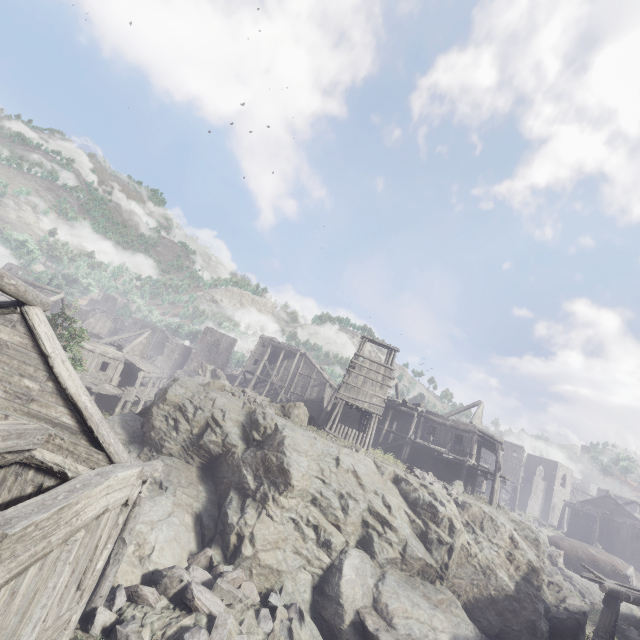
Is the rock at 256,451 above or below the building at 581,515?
below

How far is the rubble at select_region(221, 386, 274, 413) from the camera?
19.92m

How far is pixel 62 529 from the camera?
5.08m

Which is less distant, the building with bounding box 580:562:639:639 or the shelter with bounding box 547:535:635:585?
the building with bounding box 580:562:639:639

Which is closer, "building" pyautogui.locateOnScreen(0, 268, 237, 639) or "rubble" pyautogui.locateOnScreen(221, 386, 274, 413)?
"building" pyautogui.locateOnScreen(0, 268, 237, 639)

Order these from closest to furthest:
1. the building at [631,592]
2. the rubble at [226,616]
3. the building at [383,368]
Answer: the rubble at [226,616]
the building at [631,592]
the building at [383,368]

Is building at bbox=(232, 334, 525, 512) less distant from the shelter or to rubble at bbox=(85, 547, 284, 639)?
rubble at bbox=(85, 547, 284, 639)

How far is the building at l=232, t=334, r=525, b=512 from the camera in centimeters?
2480cm
